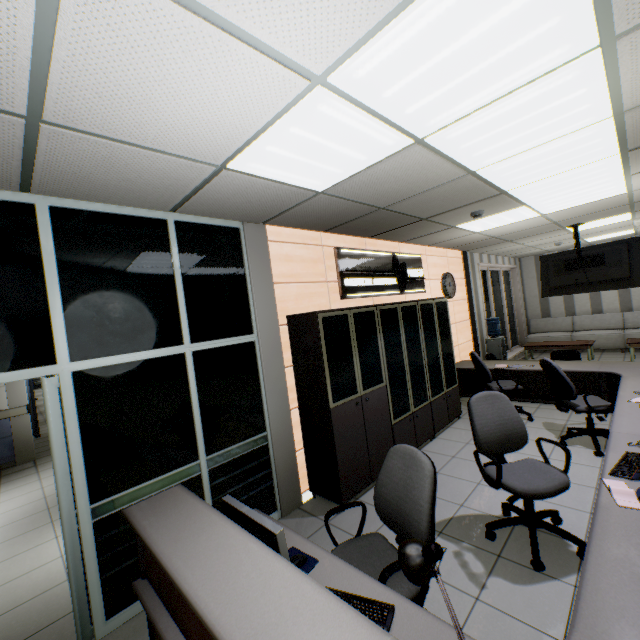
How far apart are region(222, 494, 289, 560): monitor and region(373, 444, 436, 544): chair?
0.46m

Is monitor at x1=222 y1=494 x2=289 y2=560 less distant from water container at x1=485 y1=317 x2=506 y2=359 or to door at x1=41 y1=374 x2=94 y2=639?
door at x1=41 y1=374 x2=94 y2=639

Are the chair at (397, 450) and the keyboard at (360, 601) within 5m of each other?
yes

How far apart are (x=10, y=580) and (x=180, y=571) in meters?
3.4

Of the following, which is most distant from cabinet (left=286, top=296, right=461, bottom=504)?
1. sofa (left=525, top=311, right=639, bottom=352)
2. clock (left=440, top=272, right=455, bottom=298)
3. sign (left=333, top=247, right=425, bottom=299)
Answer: sofa (left=525, top=311, right=639, bottom=352)

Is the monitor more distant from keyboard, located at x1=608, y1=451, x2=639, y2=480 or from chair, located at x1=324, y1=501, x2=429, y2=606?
keyboard, located at x1=608, y1=451, x2=639, y2=480

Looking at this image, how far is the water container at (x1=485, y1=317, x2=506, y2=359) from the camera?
7.9m

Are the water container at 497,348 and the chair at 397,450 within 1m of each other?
no
